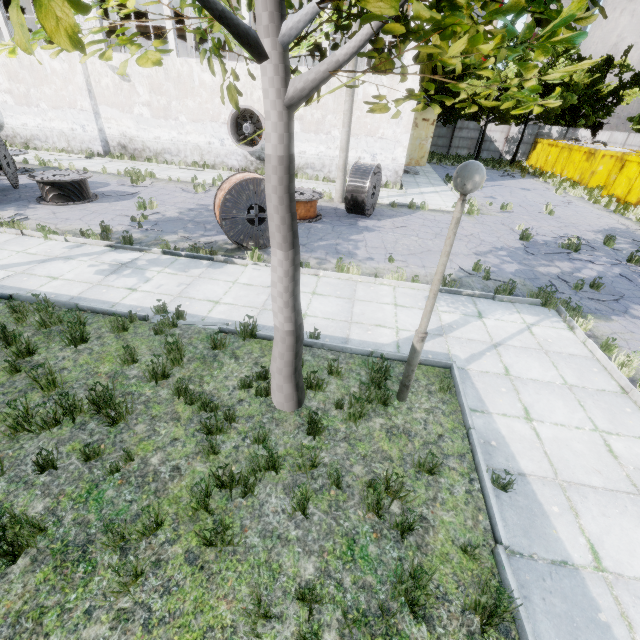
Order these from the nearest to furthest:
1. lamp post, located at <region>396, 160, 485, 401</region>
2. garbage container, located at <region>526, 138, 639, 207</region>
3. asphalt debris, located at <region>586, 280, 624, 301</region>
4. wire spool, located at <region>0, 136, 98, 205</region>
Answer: lamp post, located at <region>396, 160, 485, 401</region> < asphalt debris, located at <region>586, 280, 624, 301</region> < wire spool, located at <region>0, 136, 98, 205</region> < garbage container, located at <region>526, 138, 639, 207</region>

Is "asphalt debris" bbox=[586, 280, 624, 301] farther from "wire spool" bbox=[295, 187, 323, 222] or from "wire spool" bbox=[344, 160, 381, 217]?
"wire spool" bbox=[295, 187, 323, 222]

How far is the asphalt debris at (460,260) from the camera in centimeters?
949cm

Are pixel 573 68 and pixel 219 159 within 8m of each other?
no

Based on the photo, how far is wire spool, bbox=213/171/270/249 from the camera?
8.7 meters

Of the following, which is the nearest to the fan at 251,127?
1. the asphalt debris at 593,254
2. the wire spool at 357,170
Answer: the wire spool at 357,170

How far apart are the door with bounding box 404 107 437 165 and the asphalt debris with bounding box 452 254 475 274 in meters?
16.4 m

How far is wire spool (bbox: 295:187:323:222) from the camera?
12.18m
